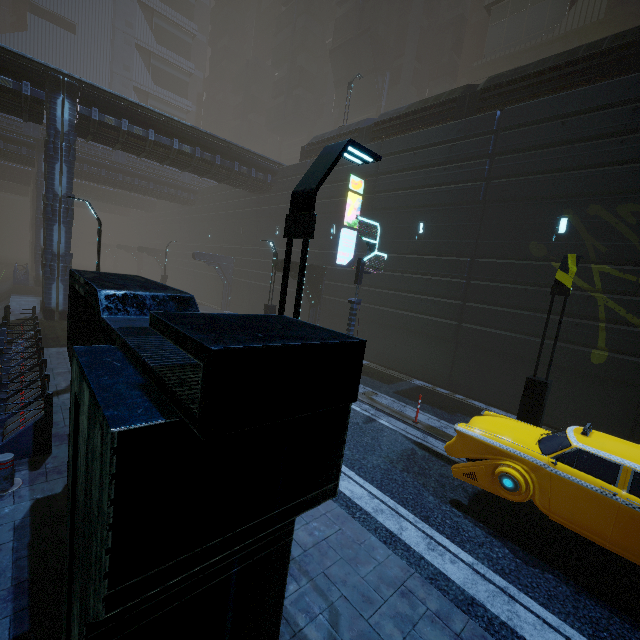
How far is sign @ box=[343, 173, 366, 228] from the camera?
17.02m

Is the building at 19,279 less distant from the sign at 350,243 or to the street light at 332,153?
the sign at 350,243

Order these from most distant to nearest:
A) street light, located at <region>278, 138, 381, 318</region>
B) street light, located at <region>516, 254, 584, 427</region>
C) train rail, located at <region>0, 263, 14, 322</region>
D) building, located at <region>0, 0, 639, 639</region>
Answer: train rail, located at <region>0, 263, 14, 322</region> → street light, located at <region>516, 254, 584, 427</region> → street light, located at <region>278, 138, 381, 318</region> → building, located at <region>0, 0, 639, 639</region>

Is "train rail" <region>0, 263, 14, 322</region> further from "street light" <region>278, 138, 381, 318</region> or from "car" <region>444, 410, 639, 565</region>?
"car" <region>444, 410, 639, 565</region>

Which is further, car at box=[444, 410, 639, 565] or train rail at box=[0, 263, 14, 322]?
train rail at box=[0, 263, 14, 322]

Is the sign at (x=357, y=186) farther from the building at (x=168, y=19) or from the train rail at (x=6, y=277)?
the train rail at (x=6, y=277)

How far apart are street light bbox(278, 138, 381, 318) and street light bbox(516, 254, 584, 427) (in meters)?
6.66

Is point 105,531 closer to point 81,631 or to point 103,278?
point 81,631
